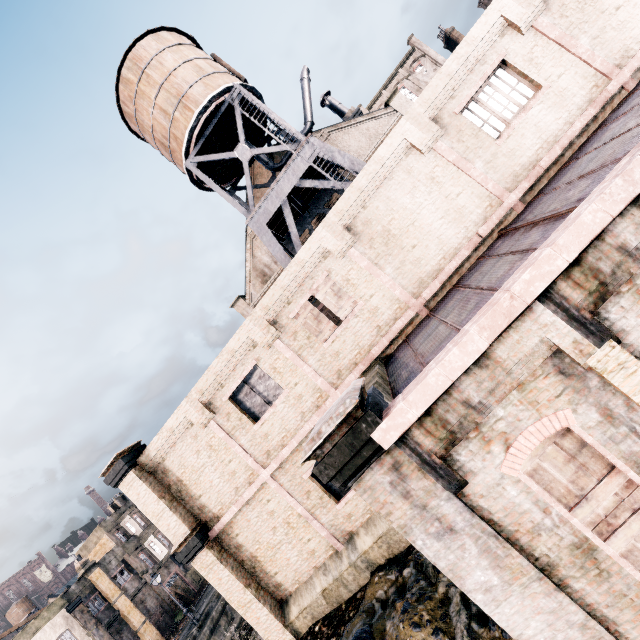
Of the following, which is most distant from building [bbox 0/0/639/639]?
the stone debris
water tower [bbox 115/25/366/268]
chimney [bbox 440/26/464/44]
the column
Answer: chimney [bbox 440/26/464/44]

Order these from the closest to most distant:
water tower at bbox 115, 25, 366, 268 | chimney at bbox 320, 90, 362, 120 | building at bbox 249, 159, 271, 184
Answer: water tower at bbox 115, 25, 366, 268 < building at bbox 249, 159, 271, 184 < chimney at bbox 320, 90, 362, 120

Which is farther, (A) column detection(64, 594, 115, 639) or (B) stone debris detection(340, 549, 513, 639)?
(A) column detection(64, 594, 115, 639)

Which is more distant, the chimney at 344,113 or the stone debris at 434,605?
the chimney at 344,113

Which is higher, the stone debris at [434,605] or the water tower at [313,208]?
the water tower at [313,208]

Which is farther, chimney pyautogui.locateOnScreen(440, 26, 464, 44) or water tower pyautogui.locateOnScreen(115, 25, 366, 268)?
chimney pyautogui.locateOnScreen(440, 26, 464, 44)

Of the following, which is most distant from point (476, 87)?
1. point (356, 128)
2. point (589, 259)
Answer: point (356, 128)

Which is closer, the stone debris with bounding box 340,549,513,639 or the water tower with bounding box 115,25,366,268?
the stone debris with bounding box 340,549,513,639
